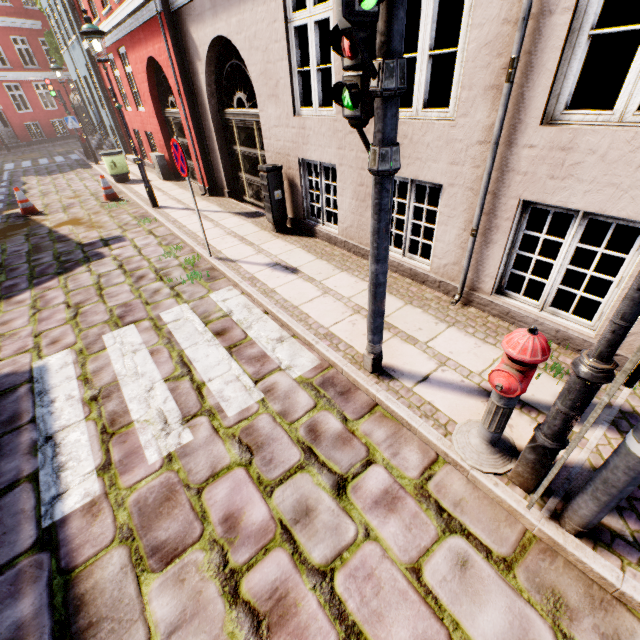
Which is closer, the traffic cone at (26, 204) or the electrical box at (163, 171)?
the traffic cone at (26, 204)

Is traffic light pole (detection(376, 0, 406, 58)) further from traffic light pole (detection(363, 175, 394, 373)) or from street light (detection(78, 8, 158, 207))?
street light (detection(78, 8, 158, 207))

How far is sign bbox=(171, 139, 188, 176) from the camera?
4.8 meters

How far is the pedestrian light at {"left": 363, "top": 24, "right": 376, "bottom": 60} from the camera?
2.0m

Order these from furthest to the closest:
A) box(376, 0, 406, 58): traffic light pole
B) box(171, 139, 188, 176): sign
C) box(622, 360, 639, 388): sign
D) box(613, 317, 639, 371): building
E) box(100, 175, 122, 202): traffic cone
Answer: box(100, 175, 122, 202): traffic cone → box(171, 139, 188, 176): sign → box(613, 317, 639, 371): building → box(376, 0, 406, 58): traffic light pole → box(622, 360, 639, 388): sign

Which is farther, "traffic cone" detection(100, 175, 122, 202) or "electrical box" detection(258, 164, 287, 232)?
"traffic cone" detection(100, 175, 122, 202)

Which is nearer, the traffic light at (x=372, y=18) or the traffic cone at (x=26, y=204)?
the traffic light at (x=372, y=18)

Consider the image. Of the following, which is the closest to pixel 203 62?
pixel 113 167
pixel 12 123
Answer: pixel 113 167
